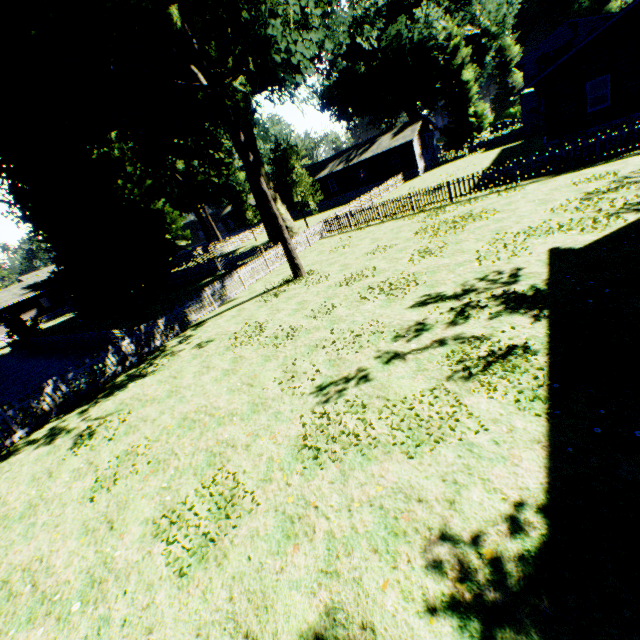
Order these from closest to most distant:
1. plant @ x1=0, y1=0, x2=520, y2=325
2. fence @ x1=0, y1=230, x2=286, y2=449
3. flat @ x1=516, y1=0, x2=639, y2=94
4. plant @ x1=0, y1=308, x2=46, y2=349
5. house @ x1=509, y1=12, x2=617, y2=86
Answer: fence @ x1=0, y1=230, x2=286, y2=449 < plant @ x1=0, y1=0, x2=520, y2=325 < flat @ x1=516, y1=0, x2=639, y2=94 < plant @ x1=0, y1=308, x2=46, y2=349 < house @ x1=509, y1=12, x2=617, y2=86

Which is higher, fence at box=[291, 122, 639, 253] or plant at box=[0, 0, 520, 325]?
plant at box=[0, 0, 520, 325]

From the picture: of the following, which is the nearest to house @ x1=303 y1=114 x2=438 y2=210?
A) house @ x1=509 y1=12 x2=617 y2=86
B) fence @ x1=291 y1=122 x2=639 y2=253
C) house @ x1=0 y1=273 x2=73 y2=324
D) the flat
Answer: fence @ x1=291 y1=122 x2=639 y2=253

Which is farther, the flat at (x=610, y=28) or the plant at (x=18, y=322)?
the plant at (x=18, y=322)

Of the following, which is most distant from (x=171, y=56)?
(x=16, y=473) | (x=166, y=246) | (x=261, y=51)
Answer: (x=16, y=473)

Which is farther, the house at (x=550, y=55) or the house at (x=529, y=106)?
the house at (x=550, y=55)

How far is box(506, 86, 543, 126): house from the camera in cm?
3671

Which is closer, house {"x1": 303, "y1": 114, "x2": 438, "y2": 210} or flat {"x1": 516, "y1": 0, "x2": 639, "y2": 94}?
flat {"x1": 516, "y1": 0, "x2": 639, "y2": 94}
